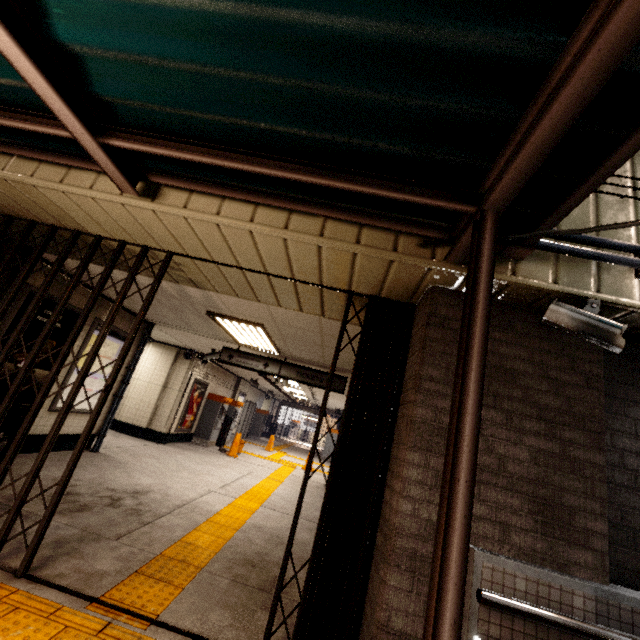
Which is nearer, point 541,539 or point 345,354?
point 541,539

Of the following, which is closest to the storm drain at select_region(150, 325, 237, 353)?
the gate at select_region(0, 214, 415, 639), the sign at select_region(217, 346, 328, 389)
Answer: the sign at select_region(217, 346, 328, 389)

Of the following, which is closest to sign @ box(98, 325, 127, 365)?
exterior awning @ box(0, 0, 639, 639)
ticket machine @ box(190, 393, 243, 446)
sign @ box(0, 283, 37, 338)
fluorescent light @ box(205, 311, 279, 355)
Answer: sign @ box(0, 283, 37, 338)

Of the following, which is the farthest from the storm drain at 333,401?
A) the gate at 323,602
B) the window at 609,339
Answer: the window at 609,339

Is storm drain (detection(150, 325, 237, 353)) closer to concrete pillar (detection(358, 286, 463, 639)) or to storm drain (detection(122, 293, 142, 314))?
storm drain (detection(122, 293, 142, 314))

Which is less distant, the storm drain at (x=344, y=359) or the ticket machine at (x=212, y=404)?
the storm drain at (x=344, y=359)

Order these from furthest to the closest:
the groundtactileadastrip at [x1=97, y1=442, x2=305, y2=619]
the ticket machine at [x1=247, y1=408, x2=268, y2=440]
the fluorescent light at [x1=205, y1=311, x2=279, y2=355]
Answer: the ticket machine at [x1=247, y1=408, x2=268, y2=440]
the fluorescent light at [x1=205, y1=311, x2=279, y2=355]
the groundtactileadastrip at [x1=97, y1=442, x2=305, y2=619]

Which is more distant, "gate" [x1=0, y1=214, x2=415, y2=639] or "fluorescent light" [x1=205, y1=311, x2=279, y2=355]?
"fluorescent light" [x1=205, y1=311, x2=279, y2=355]
